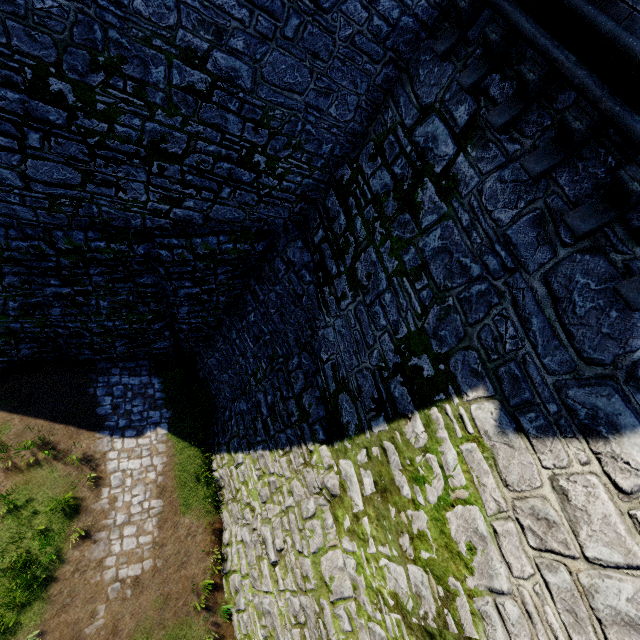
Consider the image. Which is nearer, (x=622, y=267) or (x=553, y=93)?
(x=622, y=267)
